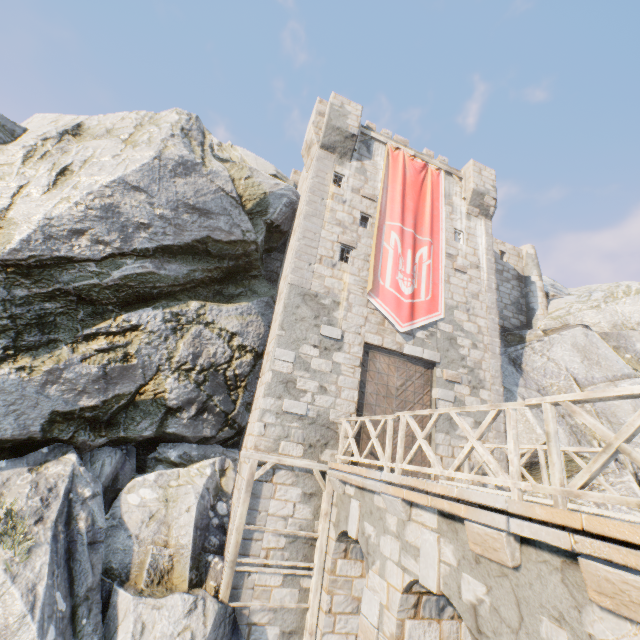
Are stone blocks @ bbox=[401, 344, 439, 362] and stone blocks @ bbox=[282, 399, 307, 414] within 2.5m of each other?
no

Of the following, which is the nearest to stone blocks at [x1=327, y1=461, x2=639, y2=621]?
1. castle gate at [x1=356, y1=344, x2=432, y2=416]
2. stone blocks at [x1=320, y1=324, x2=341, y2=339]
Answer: castle gate at [x1=356, y1=344, x2=432, y2=416]

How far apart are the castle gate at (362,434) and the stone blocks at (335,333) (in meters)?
0.82

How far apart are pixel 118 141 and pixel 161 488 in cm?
1171

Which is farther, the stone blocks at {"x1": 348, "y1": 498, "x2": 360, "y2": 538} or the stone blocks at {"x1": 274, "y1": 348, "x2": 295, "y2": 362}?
the stone blocks at {"x1": 274, "y1": 348, "x2": 295, "y2": 362}

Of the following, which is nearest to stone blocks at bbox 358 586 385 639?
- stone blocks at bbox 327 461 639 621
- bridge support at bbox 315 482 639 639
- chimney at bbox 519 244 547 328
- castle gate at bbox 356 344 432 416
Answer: bridge support at bbox 315 482 639 639

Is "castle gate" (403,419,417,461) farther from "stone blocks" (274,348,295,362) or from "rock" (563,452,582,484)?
"rock" (563,452,582,484)

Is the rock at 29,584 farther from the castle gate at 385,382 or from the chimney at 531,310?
the castle gate at 385,382
